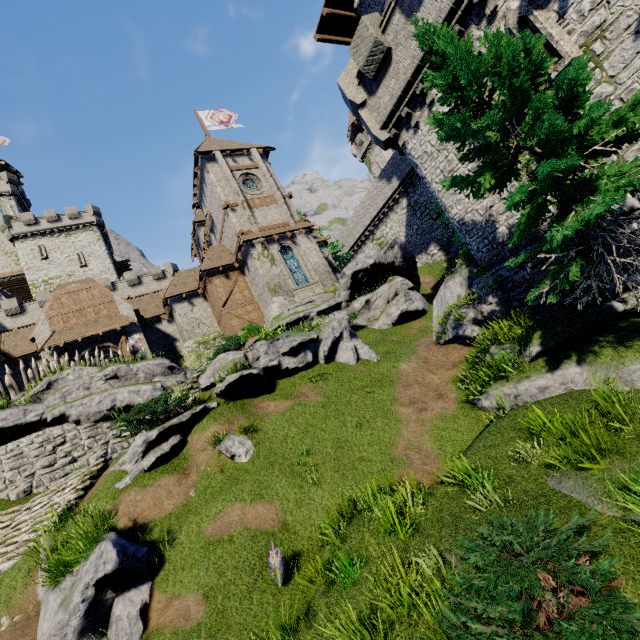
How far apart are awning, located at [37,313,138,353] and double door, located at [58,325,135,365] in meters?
0.5

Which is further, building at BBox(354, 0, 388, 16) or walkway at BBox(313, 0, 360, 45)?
walkway at BBox(313, 0, 360, 45)

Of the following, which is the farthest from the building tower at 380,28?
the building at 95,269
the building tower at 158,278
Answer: the building tower at 158,278

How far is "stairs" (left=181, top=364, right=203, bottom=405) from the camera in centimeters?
1348cm

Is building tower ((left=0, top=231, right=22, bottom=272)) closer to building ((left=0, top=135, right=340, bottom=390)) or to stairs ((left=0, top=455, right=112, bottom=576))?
building ((left=0, top=135, right=340, bottom=390))

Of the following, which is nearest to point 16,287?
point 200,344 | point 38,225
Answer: point 38,225

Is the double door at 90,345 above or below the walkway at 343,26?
below

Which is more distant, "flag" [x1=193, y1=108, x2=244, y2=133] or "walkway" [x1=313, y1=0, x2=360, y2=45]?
"flag" [x1=193, y1=108, x2=244, y2=133]
